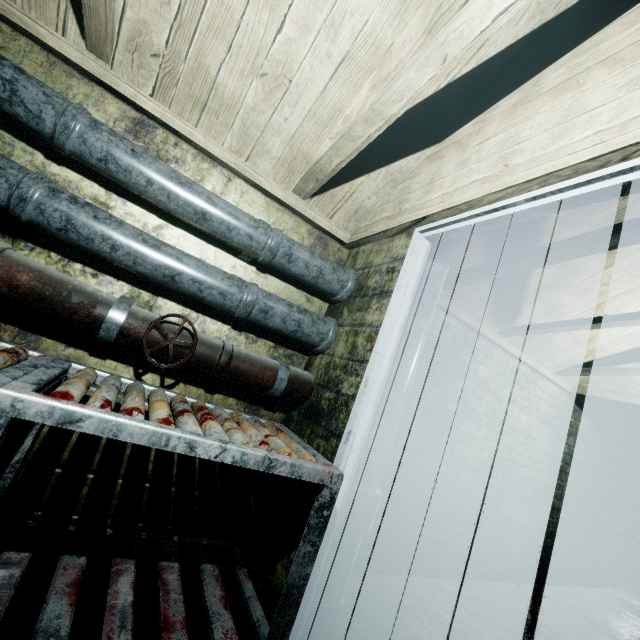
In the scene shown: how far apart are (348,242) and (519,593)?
3.5m

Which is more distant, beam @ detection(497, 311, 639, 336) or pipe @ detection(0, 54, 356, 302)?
beam @ detection(497, 311, 639, 336)

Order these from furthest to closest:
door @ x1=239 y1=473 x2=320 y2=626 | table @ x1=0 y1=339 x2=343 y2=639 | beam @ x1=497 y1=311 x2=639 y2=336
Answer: beam @ x1=497 y1=311 x2=639 y2=336 → door @ x1=239 y1=473 x2=320 y2=626 → table @ x1=0 y1=339 x2=343 y2=639

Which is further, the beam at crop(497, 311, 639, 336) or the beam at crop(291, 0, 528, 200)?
the beam at crop(497, 311, 639, 336)

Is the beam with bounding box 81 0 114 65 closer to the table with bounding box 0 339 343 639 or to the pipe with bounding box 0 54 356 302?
the pipe with bounding box 0 54 356 302

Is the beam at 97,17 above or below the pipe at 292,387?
above

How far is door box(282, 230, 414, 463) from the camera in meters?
1.5

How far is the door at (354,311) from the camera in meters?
1.5
